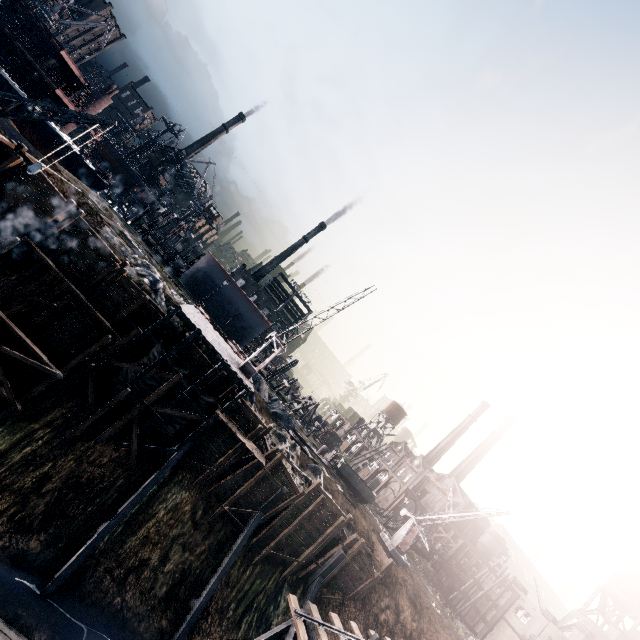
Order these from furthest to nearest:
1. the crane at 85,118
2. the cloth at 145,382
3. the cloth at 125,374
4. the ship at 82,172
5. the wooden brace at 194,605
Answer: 1. the ship at 82,172
2. the cloth at 145,382
3. the cloth at 125,374
4. the wooden brace at 194,605
5. the crane at 85,118

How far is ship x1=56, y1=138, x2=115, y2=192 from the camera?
41.38m

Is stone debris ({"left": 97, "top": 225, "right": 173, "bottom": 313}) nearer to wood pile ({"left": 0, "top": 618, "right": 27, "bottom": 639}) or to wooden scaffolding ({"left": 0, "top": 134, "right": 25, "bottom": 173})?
wooden scaffolding ({"left": 0, "top": 134, "right": 25, "bottom": 173})

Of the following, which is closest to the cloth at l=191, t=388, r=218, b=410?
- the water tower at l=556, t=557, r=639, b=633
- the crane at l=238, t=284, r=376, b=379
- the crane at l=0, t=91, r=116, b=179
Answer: the crane at l=238, t=284, r=376, b=379

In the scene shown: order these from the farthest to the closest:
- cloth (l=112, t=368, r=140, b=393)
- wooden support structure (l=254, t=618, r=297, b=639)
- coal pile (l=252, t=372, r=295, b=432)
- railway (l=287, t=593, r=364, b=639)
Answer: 1. coal pile (l=252, t=372, r=295, b=432)
2. cloth (l=112, t=368, r=140, b=393)
3. wooden support structure (l=254, t=618, r=297, b=639)
4. railway (l=287, t=593, r=364, b=639)

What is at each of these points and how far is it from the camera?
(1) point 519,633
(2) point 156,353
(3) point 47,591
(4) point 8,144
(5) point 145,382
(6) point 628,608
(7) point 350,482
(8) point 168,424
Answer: (1) building, 44.2 meters
(2) cloth, 24.1 meters
(3) wooden brace, 18.0 meters
(4) wooden scaffolding, 21.1 meters
(5) cloth, 24.1 meters
(6) water tower, 48.2 meters
(7) rail car container, 39.8 meters
(8) cloth, 24.9 meters

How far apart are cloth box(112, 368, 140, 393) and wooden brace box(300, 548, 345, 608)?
23.1 meters

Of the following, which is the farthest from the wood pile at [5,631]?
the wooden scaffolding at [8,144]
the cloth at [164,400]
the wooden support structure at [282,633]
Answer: the wooden scaffolding at [8,144]
